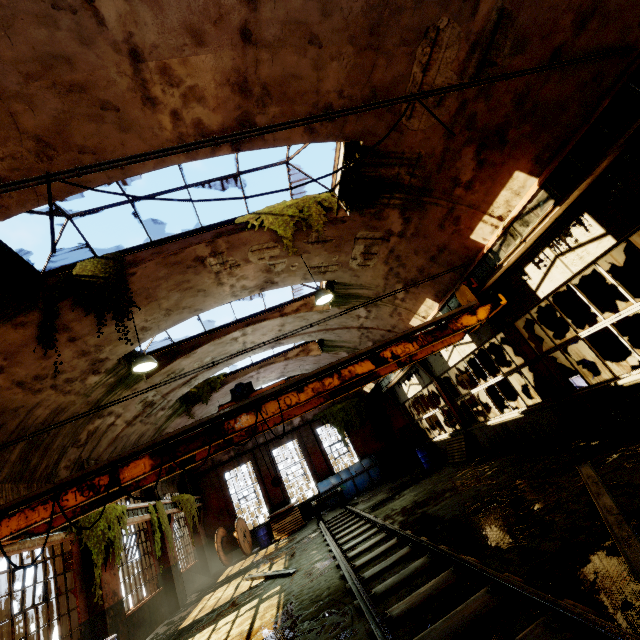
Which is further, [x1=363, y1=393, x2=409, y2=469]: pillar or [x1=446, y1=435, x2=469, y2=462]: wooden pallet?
[x1=363, y1=393, x2=409, y2=469]: pillar

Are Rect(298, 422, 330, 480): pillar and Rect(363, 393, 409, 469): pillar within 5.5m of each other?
yes

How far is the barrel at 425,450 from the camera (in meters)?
15.10

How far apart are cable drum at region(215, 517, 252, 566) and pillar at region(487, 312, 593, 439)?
16.84m

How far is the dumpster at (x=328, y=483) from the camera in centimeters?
1819cm

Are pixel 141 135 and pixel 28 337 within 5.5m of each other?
yes

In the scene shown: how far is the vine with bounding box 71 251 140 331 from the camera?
6.50m

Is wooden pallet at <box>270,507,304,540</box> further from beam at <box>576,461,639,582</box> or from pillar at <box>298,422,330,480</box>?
beam at <box>576,461,639,582</box>
